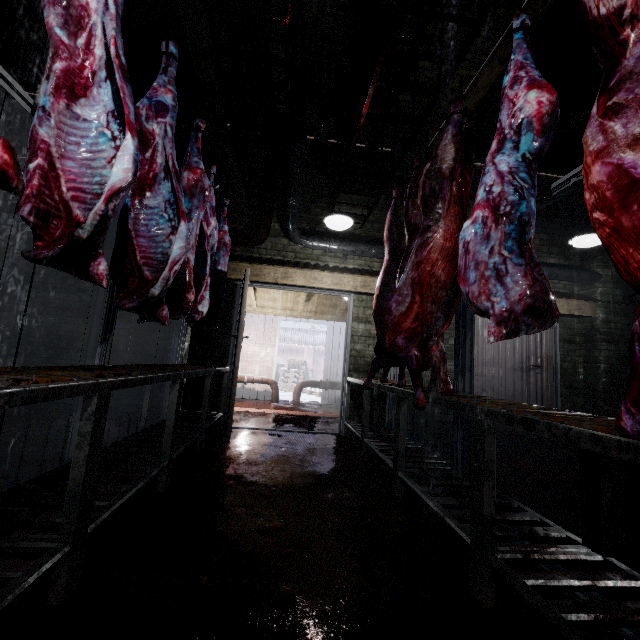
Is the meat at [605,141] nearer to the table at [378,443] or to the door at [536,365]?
the table at [378,443]

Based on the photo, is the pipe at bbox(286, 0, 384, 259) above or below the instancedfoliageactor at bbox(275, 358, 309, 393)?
above

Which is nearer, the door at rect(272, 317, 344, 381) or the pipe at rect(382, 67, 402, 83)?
the pipe at rect(382, 67, 402, 83)

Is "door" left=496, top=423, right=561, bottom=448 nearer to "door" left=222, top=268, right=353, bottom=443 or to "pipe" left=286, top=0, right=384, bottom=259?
"pipe" left=286, top=0, right=384, bottom=259

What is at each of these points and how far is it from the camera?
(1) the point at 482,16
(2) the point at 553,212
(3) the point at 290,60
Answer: (1) rig, 1.82m
(2) pipe, 4.88m
(3) rig, 2.26m

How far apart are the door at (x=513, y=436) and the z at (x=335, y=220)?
2.23m

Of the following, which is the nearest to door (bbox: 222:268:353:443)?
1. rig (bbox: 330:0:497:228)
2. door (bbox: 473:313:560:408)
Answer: rig (bbox: 330:0:497:228)

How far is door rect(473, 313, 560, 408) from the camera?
4.7 meters
